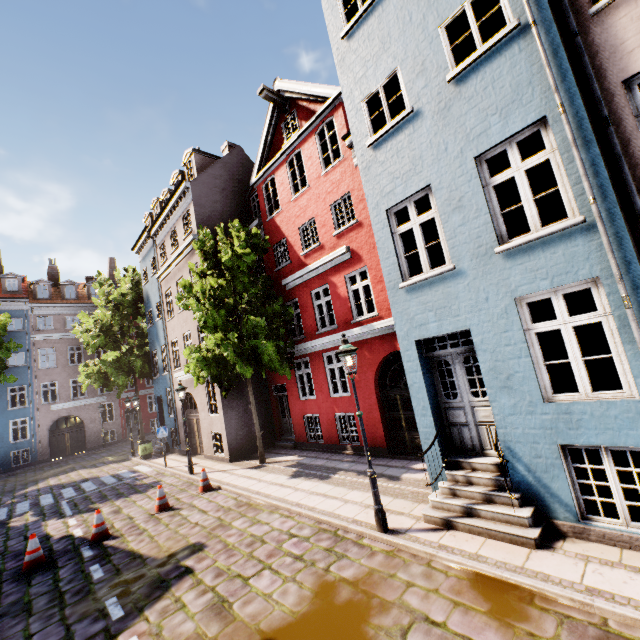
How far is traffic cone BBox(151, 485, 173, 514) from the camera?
9.9m

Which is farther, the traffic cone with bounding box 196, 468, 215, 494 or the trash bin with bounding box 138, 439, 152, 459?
the trash bin with bounding box 138, 439, 152, 459

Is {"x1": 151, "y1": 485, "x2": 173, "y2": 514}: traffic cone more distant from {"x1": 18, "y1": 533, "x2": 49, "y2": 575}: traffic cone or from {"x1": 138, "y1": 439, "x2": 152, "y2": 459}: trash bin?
{"x1": 138, "y1": 439, "x2": 152, "y2": 459}: trash bin

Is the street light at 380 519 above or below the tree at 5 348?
below

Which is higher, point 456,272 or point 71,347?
point 71,347

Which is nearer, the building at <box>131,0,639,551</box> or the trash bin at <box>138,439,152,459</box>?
the building at <box>131,0,639,551</box>

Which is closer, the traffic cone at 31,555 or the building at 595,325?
the building at 595,325

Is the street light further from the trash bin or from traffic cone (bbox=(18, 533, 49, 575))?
the trash bin
